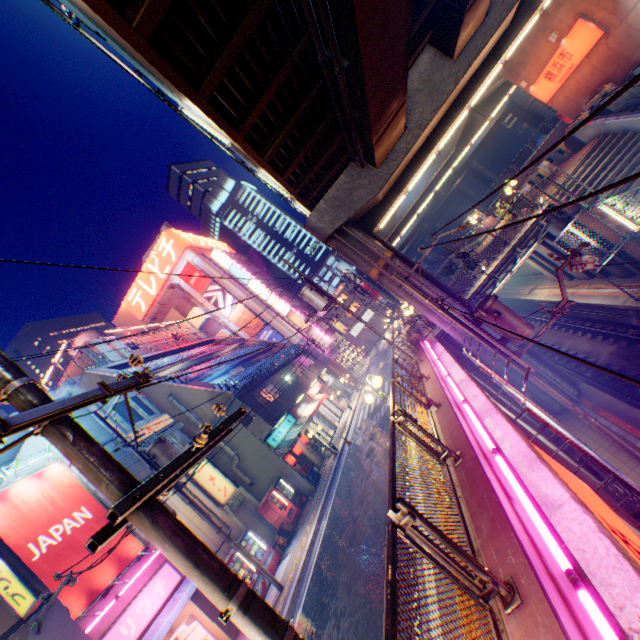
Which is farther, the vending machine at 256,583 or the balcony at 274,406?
the balcony at 274,406

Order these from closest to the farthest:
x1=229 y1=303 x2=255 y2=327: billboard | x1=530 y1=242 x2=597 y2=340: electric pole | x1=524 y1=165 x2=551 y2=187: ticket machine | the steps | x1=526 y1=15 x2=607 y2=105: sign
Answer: x1=530 y1=242 x2=597 y2=340: electric pole, the steps, x1=526 y1=15 x2=607 y2=105: sign, x1=524 y1=165 x2=551 y2=187: ticket machine, x1=229 y1=303 x2=255 y2=327: billboard

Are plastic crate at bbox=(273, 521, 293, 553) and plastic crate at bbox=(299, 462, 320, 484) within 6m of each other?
yes

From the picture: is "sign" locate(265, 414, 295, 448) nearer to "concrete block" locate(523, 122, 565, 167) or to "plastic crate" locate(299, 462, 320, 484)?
"plastic crate" locate(299, 462, 320, 484)

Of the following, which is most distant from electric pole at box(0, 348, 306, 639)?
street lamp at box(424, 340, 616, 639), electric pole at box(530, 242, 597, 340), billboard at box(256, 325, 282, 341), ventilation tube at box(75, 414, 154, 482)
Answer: billboard at box(256, 325, 282, 341)

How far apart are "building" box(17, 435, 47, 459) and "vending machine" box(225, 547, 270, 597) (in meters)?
8.41

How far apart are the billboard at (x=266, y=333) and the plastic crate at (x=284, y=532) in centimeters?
2472cm

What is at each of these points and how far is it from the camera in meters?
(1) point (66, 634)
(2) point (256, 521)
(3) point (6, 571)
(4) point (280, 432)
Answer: (1) building, 8.2
(2) building, 16.7
(3) sign, 8.0
(4) sign, 21.2
